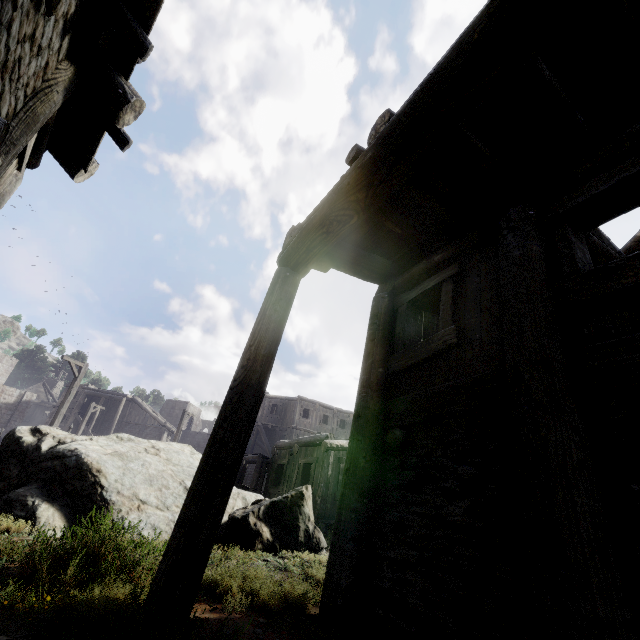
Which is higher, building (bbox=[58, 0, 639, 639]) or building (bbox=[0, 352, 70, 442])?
building (bbox=[0, 352, 70, 442])

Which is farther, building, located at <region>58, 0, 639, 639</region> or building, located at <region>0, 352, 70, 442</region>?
building, located at <region>0, 352, 70, 442</region>

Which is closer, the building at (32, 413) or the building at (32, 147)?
the building at (32, 147)

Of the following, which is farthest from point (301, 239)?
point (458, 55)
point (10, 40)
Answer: point (10, 40)
